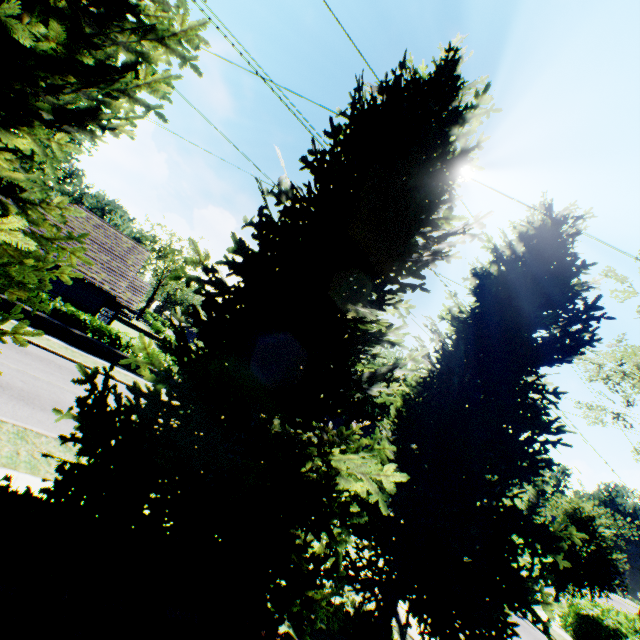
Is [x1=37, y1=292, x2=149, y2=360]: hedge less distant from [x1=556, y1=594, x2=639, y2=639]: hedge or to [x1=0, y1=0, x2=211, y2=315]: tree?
[x1=0, y1=0, x2=211, y2=315]: tree

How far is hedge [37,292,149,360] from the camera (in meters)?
17.89

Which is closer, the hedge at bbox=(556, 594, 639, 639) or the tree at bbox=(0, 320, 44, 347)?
the tree at bbox=(0, 320, 44, 347)

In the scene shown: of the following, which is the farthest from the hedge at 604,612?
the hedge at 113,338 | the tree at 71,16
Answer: the hedge at 113,338

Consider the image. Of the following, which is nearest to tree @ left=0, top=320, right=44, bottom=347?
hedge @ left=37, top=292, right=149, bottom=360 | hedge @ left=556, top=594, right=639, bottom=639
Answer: hedge @ left=556, top=594, right=639, bottom=639

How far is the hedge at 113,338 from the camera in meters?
17.9 m

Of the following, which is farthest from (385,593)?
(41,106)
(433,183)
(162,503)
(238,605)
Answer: (41,106)
